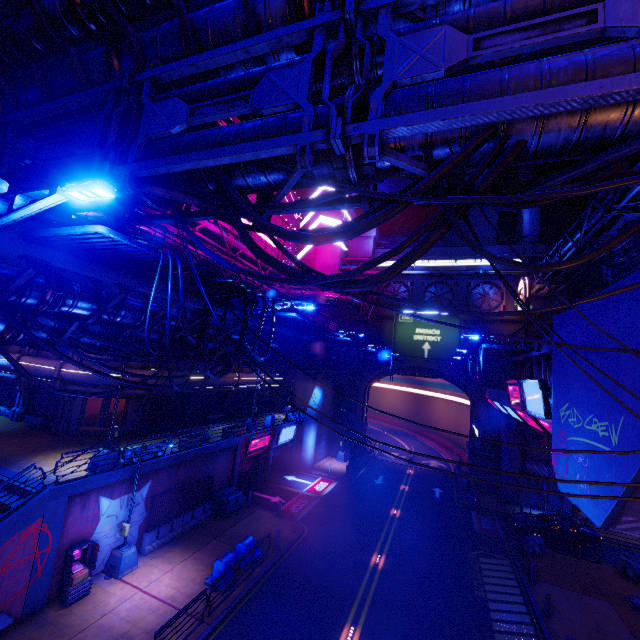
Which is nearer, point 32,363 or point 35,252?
point 35,252

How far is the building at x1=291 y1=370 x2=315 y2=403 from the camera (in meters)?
40.62

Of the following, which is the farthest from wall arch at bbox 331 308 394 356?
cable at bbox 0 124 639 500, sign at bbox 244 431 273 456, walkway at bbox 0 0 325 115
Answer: walkway at bbox 0 0 325 115

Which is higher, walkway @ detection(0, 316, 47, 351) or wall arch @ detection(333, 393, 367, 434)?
walkway @ detection(0, 316, 47, 351)

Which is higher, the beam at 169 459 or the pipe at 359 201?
the pipe at 359 201

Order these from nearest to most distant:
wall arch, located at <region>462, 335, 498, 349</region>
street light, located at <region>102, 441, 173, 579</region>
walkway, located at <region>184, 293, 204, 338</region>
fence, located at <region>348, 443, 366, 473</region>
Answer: walkway, located at <region>184, 293, 204, 338</region> → street light, located at <region>102, 441, 173, 579</region> → fence, located at <region>348, 443, 366, 473</region> → wall arch, located at <region>462, 335, 498, 349</region>

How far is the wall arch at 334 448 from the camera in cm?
3881

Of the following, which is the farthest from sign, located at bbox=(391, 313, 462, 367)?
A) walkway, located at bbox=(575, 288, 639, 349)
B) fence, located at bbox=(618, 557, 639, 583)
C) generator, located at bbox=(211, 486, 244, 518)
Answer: generator, located at bbox=(211, 486, 244, 518)
